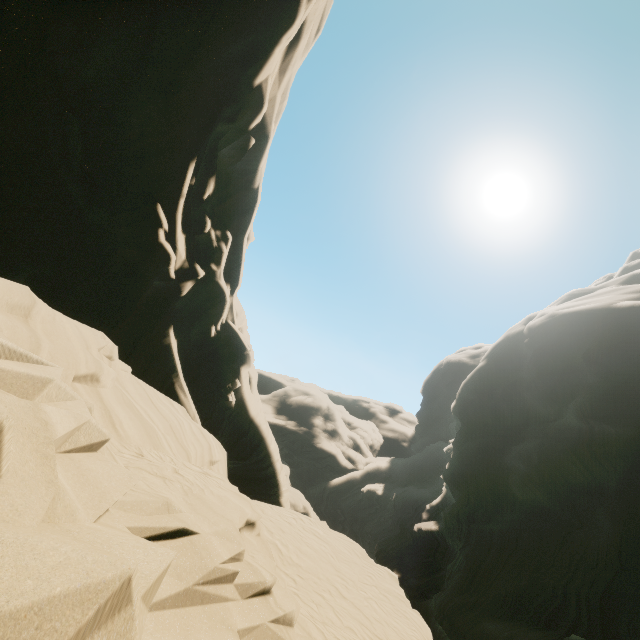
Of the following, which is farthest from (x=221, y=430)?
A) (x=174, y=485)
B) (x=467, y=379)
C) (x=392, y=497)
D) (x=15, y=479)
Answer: (x=392, y=497)
